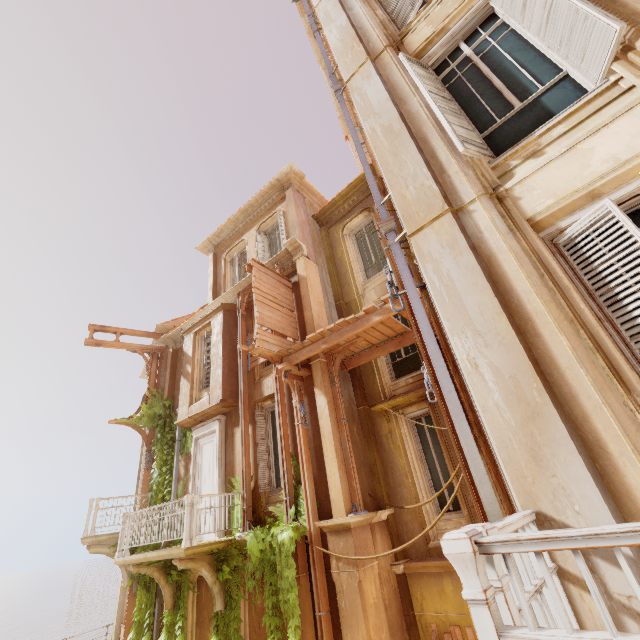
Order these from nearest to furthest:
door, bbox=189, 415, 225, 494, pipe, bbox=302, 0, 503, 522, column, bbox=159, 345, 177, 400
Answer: pipe, bbox=302, 0, 503, 522 < door, bbox=189, 415, 225, 494 < column, bbox=159, 345, 177, 400

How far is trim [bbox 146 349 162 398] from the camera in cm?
1412

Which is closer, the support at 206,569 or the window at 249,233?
the support at 206,569

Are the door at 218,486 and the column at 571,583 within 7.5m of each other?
no

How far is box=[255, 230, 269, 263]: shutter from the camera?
13.05m

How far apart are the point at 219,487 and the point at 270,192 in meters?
11.3

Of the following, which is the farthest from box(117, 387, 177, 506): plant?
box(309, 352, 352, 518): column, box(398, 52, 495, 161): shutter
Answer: box(398, 52, 495, 161): shutter

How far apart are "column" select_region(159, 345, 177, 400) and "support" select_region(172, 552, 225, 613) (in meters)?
6.75
